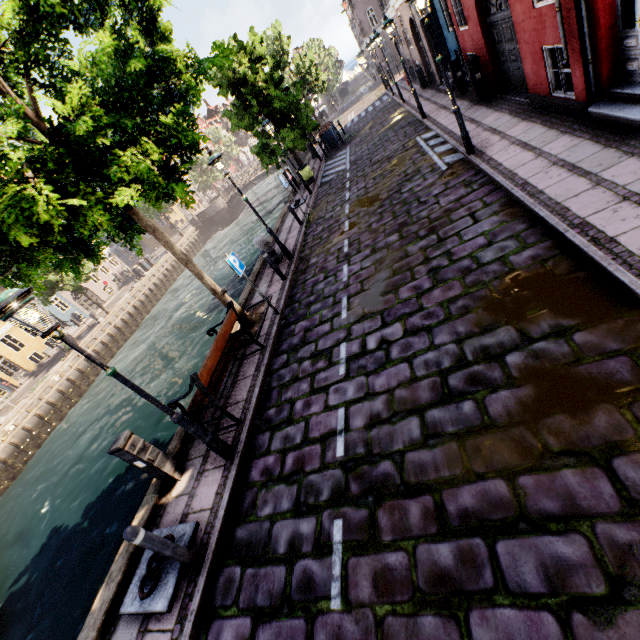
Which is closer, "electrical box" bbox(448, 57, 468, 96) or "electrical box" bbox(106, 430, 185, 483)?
"electrical box" bbox(106, 430, 185, 483)

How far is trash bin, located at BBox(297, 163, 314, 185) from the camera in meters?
17.5 m

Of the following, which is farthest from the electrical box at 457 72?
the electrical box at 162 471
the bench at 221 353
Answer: the electrical box at 162 471

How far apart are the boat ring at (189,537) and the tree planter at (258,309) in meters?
4.0

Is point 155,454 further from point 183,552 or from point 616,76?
point 616,76

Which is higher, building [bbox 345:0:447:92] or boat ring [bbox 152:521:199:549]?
building [bbox 345:0:447:92]

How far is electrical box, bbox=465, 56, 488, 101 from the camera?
10.58m

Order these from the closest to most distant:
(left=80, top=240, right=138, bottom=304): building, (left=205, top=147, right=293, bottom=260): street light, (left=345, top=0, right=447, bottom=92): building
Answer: (left=205, top=147, right=293, bottom=260): street light → (left=345, top=0, right=447, bottom=92): building → (left=80, top=240, right=138, bottom=304): building
